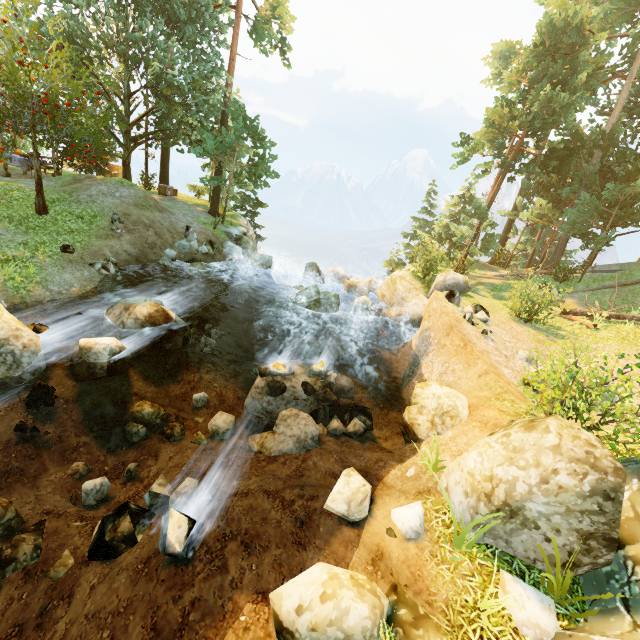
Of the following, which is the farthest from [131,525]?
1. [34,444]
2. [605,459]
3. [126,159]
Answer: [126,159]

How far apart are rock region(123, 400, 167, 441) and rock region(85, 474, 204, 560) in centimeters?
249cm

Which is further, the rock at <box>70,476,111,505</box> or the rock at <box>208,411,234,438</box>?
the rock at <box>208,411,234,438</box>

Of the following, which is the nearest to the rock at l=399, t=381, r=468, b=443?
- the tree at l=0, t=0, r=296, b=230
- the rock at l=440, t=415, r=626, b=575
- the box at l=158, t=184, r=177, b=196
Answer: the rock at l=440, t=415, r=626, b=575

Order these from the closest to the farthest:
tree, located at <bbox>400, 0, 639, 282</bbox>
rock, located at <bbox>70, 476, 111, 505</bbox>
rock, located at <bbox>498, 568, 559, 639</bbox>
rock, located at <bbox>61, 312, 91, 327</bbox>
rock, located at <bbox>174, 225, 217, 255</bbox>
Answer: rock, located at <bbox>498, 568, 559, 639</bbox> < rock, located at <bbox>70, 476, 111, 505</bbox> < rock, located at <bbox>61, 312, 91, 327</bbox> < rock, located at <bbox>174, 225, 217, 255</bbox> < tree, located at <bbox>400, 0, 639, 282</bbox>

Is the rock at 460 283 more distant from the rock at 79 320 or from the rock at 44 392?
the rock at 44 392

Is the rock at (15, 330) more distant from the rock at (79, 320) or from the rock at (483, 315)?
the rock at (483, 315)

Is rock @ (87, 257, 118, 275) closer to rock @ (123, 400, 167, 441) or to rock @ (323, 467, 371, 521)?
rock @ (123, 400, 167, 441)
